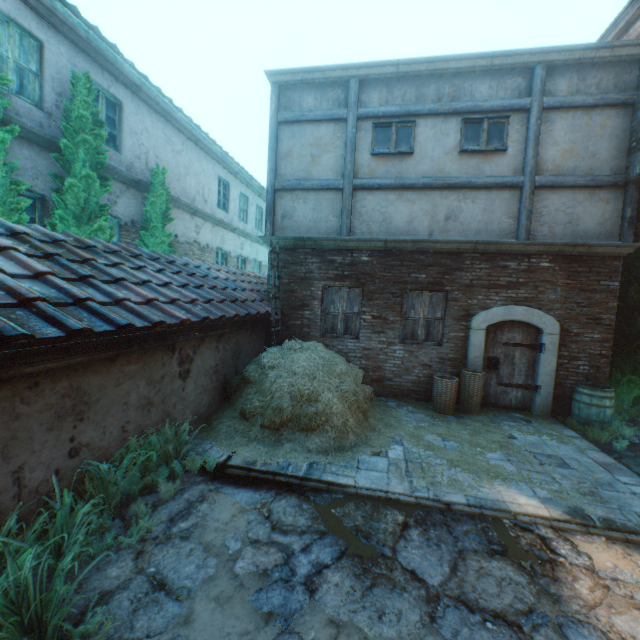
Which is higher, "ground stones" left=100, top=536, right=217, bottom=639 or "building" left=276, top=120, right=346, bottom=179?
"building" left=276, top=120, right=346, bottom=179

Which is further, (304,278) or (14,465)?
(304,278)

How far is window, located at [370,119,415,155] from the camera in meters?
7.5

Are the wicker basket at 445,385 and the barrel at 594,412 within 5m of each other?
yes

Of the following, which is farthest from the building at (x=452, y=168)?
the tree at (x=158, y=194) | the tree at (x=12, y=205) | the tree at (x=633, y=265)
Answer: the tree at (x=12, y=205)

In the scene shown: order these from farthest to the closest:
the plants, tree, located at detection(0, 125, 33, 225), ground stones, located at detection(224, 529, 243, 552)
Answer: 1. tree, located at detection(0, 125, 33, 225)
2. ground stones, located at detection(224, 529, 243, 552)
3. the plants

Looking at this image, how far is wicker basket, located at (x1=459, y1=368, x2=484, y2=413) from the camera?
7.0m

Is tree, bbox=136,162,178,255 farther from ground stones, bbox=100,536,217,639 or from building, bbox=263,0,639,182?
ground stones, bbox=100,536,217,639
